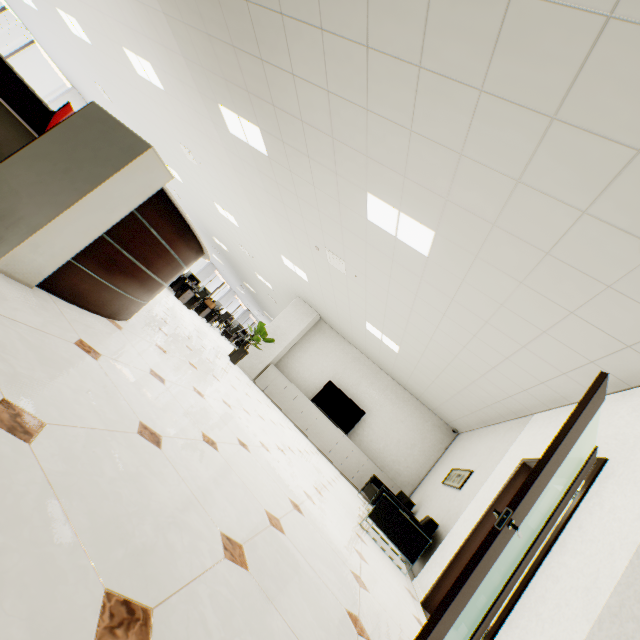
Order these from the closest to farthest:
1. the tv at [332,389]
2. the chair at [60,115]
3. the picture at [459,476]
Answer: the chair at [60,115], the picture at [459,476], the tv at [332,389]

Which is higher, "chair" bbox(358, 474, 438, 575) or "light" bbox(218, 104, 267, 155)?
"light" bbox(218, 104, 267, 155)

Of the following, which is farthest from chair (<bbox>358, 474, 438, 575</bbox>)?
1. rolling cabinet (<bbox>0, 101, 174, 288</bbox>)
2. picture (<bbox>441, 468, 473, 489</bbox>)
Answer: rolling cabinet (<bbox>0, 101, 174, 288</bbox>)

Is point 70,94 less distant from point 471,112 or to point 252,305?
point 252,305

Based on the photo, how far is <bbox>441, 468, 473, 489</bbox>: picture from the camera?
5.4m

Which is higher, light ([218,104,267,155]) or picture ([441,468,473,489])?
light ([218,104,267,155])

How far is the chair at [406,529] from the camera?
4.3 meters

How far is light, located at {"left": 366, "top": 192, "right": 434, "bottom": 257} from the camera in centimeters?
370cm
